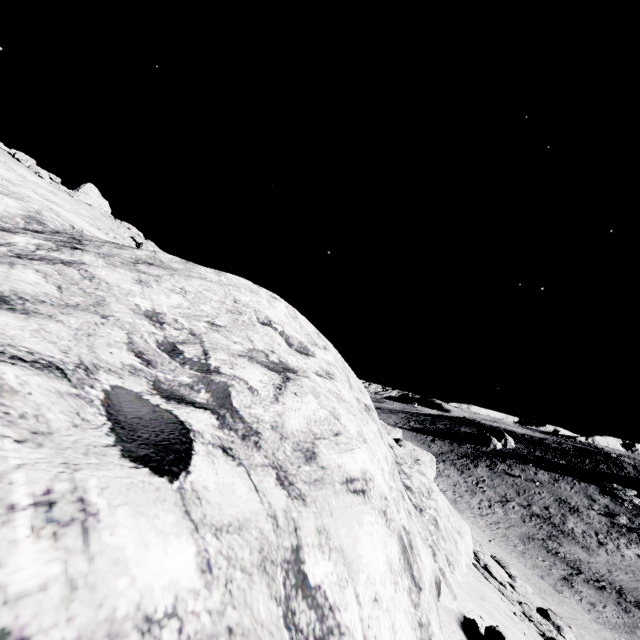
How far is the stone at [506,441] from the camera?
58.6m

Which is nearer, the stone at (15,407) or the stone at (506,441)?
the stone at (15,407)

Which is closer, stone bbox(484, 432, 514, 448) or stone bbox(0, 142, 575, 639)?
stone bbox(0, 142, 575, 639)

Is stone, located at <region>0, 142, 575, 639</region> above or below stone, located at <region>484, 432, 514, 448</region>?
above

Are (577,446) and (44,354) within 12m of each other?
no

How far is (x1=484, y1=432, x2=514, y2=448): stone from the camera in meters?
58.6
